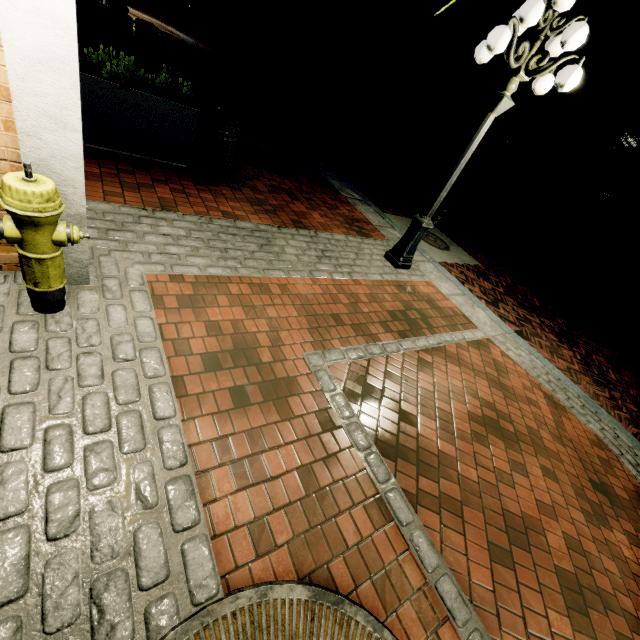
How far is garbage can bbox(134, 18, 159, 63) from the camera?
8.96m

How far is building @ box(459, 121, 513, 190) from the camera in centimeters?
1909cm

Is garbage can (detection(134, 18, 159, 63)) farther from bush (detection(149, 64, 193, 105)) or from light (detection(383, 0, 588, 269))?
light (detection(383, 0, 588, 269))

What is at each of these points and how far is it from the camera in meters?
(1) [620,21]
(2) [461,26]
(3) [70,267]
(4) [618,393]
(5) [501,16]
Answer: (1) tree, 12.0
(2) tree, 16.3
(3) building, 2.5
(4) z, 5.6
(5) building, 18.9

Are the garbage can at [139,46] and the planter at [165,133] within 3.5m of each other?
no

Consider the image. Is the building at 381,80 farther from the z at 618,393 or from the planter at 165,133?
the planter at 165,133

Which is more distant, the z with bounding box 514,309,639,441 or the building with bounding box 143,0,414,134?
the building with bounding box 143,0,414,134

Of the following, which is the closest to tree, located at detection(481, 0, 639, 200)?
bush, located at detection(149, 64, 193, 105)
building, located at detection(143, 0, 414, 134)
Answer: building, located at detection(143, 0, 414, 134)
